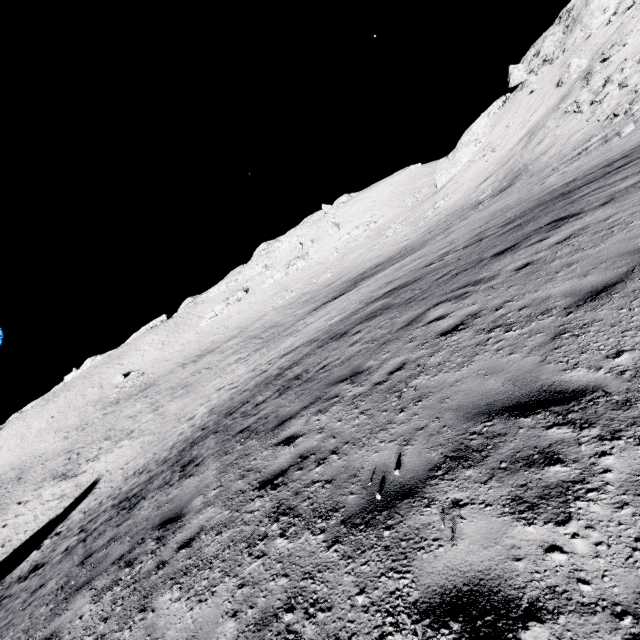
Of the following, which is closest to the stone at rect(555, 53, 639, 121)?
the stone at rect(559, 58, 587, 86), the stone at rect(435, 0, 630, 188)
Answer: the stone at rect(559, 58, 587, 86)

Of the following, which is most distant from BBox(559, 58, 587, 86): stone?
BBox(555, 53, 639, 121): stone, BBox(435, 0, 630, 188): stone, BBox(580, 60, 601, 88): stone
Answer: BBox(555, 53, 639, 121): stone

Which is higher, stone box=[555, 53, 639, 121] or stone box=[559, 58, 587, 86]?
stone box=[559, 58, 587, 86]

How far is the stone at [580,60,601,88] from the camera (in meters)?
31.64

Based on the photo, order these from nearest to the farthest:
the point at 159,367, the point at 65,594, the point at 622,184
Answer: the point at 65,594, the point at 622,184, the point at 159,367

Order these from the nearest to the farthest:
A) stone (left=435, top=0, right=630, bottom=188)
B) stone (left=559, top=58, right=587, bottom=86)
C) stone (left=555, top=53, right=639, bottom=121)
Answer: stone (left=555, top=53, right=639, bottom=121) < stone (left=559, top=58, right=587, bottom=86) < stone (left=435, top=0, right=630, bottom=188)

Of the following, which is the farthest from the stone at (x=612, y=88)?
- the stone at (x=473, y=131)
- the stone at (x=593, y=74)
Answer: the stone at (x=473, y=131)

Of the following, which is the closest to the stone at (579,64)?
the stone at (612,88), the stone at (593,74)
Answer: the stone at (593,74)
